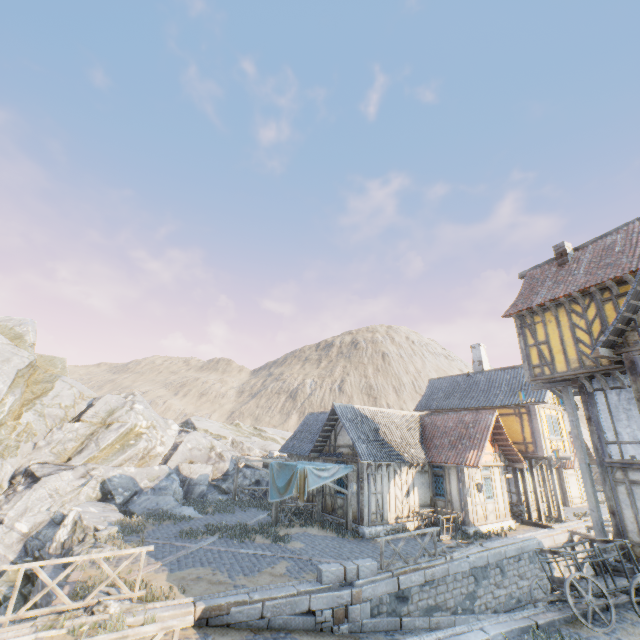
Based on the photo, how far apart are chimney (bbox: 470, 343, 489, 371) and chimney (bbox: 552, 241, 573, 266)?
12.4 meters

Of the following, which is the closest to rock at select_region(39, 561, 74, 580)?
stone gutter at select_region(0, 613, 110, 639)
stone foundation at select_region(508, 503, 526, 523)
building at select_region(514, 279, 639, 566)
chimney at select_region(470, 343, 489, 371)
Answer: stone gutter at select_region(0, 613, 110, 639)

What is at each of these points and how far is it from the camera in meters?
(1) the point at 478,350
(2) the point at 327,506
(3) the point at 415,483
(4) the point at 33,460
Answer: (1) chimney, 26.5
(2) building, 18.4
(3) building, 18.5
(4) rock, 19.7

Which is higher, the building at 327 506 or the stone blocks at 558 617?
the building at 327 506

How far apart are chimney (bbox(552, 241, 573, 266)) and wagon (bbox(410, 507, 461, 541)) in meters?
12.9 m

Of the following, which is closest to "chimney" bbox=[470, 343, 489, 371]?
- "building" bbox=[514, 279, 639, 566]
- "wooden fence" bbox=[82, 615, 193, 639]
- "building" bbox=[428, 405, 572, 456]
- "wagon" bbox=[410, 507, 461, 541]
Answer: "building" bbox=[428, 405, 572, 456]

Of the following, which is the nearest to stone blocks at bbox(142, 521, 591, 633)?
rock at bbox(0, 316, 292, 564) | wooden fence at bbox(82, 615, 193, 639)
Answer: rock at bbox(0, 316, 292, 564)

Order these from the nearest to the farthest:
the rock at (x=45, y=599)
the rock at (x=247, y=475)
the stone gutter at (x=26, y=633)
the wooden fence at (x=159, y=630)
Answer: the wooden fence at (x=159, y=630) < the stone gutter at (x=26, y=633) < the rock at (x=45, y=599) < the rock at (x=247, y=475)
